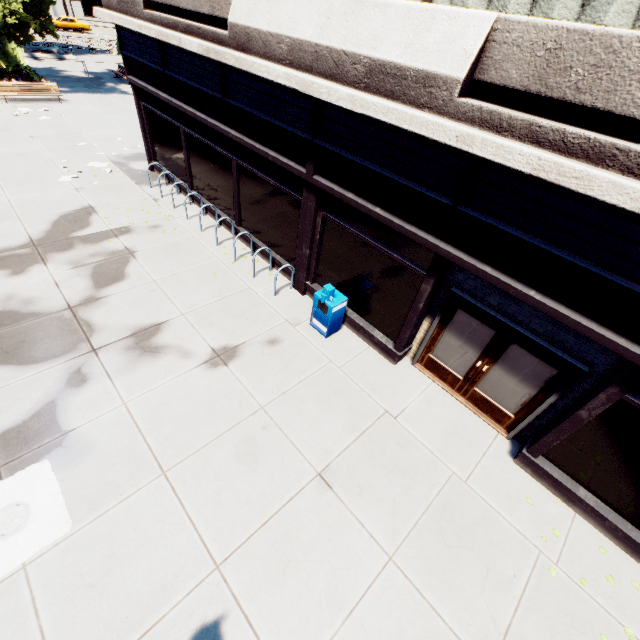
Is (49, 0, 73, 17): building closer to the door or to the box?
the box

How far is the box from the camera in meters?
7.5 m

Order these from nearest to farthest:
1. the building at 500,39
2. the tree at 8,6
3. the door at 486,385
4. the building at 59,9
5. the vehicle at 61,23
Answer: the building at 500,39 < the door at 486,385 < the tree at 8,6 < the vehicle at 61,23 < the building at 59,9

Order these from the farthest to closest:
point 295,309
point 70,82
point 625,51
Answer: point 70,82
point 295,309
point 625,51

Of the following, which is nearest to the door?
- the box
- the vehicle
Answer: the box

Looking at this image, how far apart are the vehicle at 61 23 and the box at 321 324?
60.7m

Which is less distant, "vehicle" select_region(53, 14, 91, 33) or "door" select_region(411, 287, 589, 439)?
"door" select_region(411, 287, 589, 439)

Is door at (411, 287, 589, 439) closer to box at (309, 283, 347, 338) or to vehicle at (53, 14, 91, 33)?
box at (309, 283, 347, 338)
